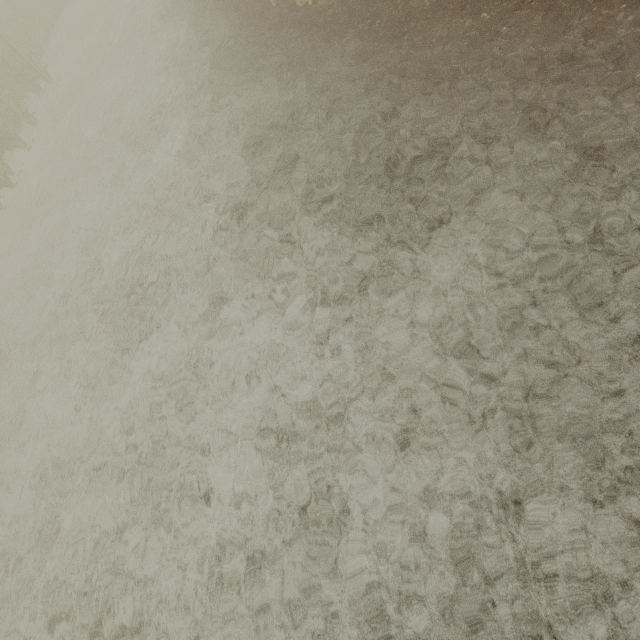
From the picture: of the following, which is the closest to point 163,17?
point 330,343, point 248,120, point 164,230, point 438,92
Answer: point 248,120
